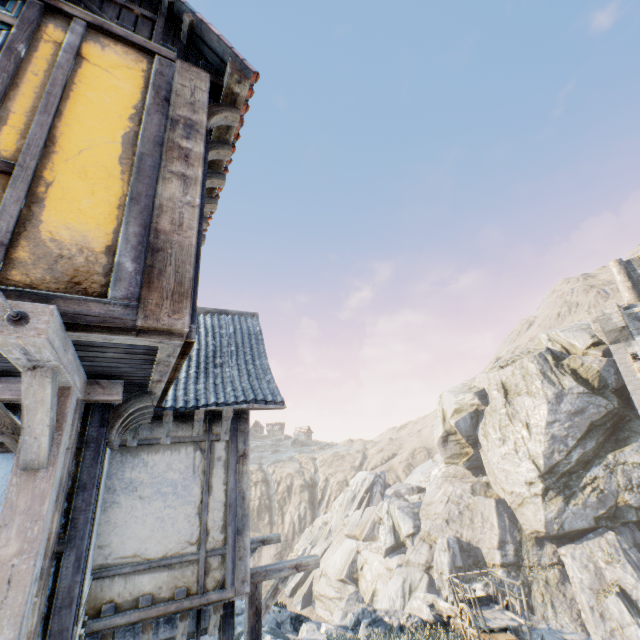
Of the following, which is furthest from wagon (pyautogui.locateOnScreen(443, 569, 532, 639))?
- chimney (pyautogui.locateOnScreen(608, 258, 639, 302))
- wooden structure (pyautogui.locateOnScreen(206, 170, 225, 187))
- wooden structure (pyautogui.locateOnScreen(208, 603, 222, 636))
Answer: chimney (pyautogui.locateOnScreen(608, 258, 639, 302))

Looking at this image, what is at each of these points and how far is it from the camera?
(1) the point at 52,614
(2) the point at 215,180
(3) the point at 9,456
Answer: (1) building, 2.8m
(2) wooden structure, 4.6m
(3) building, 3.0m

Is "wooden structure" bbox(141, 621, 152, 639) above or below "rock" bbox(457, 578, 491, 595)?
above

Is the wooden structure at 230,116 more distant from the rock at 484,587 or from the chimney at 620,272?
the chimney at 620,272

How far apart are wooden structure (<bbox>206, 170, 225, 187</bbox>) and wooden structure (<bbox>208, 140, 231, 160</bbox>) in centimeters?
36cm

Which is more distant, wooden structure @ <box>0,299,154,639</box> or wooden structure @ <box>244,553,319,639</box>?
wooden structure @ <box>244,553,319,639</box>

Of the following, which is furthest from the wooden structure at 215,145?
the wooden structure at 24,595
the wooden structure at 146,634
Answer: the wooden structure at 146,634

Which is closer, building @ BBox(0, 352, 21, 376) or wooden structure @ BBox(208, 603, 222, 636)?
building @ BBox(0, 352, 21, 376)
